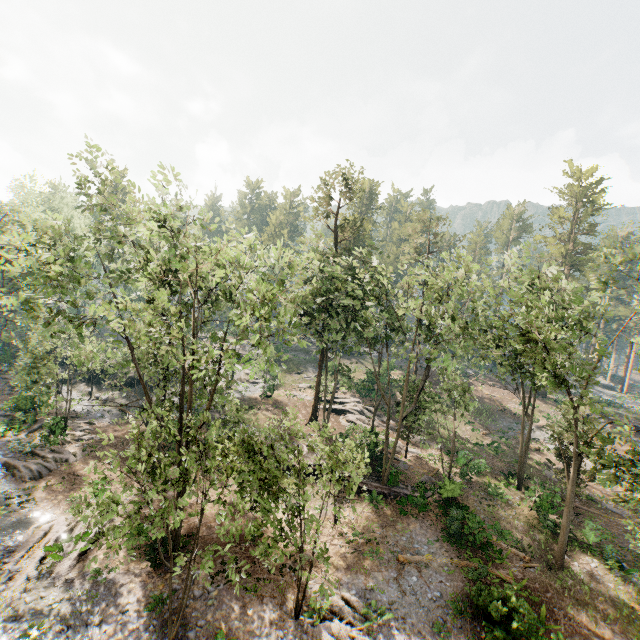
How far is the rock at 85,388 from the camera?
36.2m

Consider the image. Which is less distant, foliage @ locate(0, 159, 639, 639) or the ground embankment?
foliage @ locate(0, 159, 639, 639)

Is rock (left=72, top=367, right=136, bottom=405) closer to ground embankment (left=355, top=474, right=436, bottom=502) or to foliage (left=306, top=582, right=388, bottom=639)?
foliage (left=306, top=582, right=388, bottom=639)

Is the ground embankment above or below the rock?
above

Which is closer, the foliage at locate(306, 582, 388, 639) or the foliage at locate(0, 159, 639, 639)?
the foliage at locate(0, 159, 639, 639)

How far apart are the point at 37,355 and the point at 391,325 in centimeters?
3082cm

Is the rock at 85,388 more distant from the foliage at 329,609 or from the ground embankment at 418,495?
the ground embankment at 418,495

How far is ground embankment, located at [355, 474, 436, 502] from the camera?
A: 24.25m
